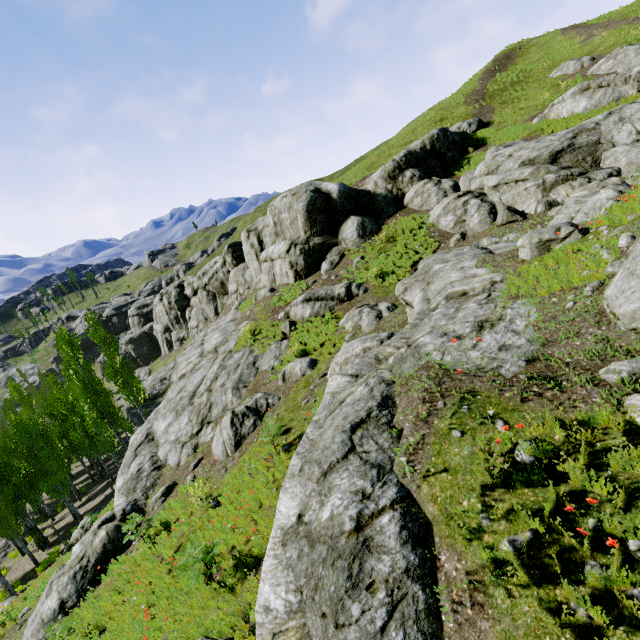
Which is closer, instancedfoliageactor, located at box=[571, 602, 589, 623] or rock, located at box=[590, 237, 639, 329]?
instancedfoliageactor, located at box=[571, 602, 589, 623]

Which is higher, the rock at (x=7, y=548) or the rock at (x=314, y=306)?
the rock at (x=314, y=306)

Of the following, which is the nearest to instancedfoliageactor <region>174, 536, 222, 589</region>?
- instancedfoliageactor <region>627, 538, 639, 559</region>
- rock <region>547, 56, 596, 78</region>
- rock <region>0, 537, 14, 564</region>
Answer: rock <region>0, 537, 14, 564</region>

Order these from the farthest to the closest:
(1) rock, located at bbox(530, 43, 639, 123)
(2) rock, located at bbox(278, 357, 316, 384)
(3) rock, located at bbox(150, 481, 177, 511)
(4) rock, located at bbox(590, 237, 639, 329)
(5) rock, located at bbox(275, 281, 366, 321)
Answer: (1) rock, located at bbox(530, 43, 639, 123), (5) rock, located at bbox(275, 281, 366, 321), (2) rock, located at bbox(278, 357, 316, 384), (3) rock, located at bbox(150, 481, 177, 511), (4) rock, located at bbox(590, 237, 639, 329)

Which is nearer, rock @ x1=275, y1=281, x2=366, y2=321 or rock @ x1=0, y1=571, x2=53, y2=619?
rock @ x1=0, y1=571, x2=53, y2=619

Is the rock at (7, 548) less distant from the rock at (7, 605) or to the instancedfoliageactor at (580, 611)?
the instancedfoliageactor at (580, 611)

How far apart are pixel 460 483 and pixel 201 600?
6.33m

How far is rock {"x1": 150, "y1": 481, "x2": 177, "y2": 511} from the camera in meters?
12.8 m
